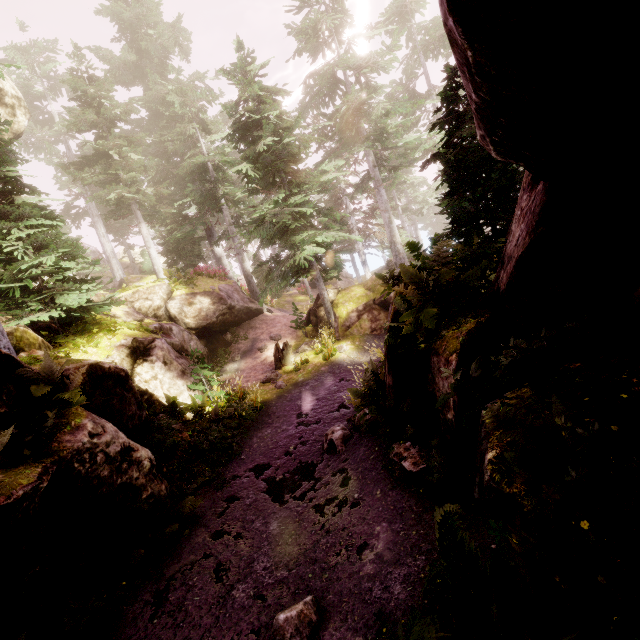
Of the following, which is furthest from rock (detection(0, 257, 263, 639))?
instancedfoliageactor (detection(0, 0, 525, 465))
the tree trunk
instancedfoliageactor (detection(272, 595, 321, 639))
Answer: the tree trunk

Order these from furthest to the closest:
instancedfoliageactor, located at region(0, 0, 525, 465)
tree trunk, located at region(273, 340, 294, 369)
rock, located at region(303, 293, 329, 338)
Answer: rock, located at region(303, 293, 329, 338) < tree trunk, located at region(273, 340, 294, 369) < instancedfoliageactor, located at region(0, 0, 525, 465)

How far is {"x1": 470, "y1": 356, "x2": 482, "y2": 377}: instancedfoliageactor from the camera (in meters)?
3.13

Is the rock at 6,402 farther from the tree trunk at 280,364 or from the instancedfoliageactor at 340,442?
the tree trunk at 280,364

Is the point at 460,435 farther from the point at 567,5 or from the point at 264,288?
the point at 264,288

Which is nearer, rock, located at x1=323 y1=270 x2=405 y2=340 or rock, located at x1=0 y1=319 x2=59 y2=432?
rock, located at x1=0 y1=319 x2=59 y2=432

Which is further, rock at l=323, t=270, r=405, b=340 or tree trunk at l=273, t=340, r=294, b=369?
rock at l=323, t=270, r=405, b=340

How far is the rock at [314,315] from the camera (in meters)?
18.83
